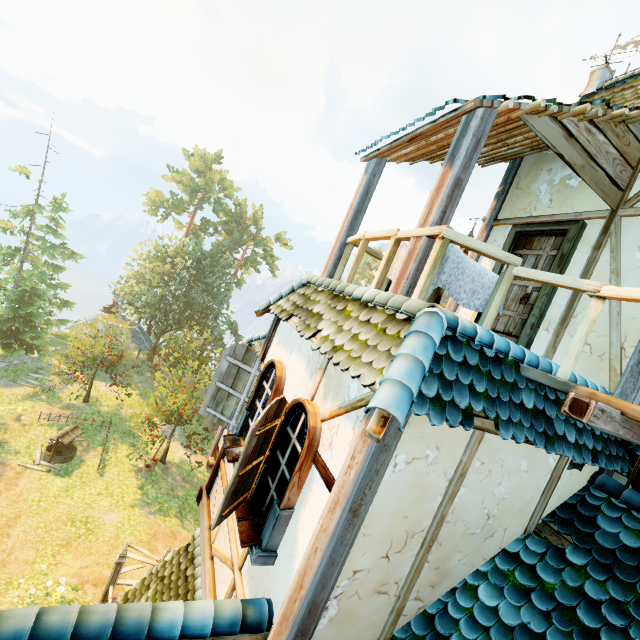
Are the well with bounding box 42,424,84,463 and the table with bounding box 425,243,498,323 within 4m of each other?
no

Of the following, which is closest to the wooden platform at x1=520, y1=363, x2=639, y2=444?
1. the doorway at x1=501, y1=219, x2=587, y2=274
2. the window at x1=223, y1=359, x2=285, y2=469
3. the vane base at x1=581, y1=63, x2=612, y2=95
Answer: the doorway at x1=501, y1=219, x2=587, y2=274

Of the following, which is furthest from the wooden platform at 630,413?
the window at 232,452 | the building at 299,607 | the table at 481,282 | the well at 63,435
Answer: the well at 63,435

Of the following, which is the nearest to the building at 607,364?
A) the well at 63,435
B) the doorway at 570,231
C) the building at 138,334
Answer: the doorway at 570,231

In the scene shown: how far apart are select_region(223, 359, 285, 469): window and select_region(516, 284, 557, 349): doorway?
3.6 meters

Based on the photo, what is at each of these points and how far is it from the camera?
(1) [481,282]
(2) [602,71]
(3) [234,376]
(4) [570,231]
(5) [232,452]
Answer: (1) table, 3.92m
(2) vane base, 7.14m
(3) window shutters, 5.25m
(4) doorway, 5.07m
(5) window, 4.71m

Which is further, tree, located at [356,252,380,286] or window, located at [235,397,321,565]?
tree, located at [356,252,380,286]

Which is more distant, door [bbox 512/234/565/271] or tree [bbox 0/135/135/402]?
tree [bbox 0/135/135/402]
